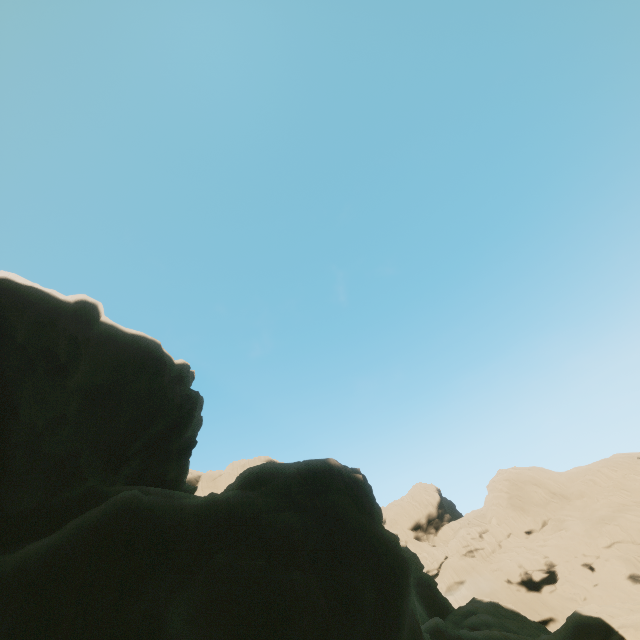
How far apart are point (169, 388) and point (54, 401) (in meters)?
10.67
